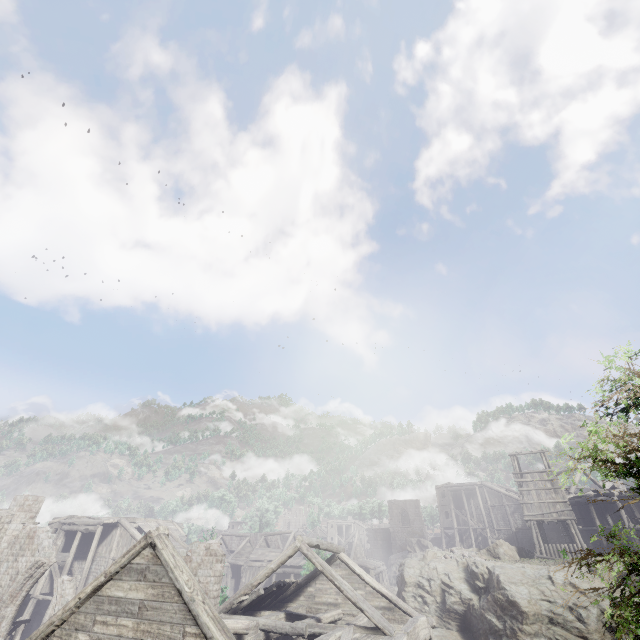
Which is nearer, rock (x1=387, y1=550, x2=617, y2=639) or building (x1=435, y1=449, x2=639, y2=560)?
rock (x1=387, y1=550, x2=617, y2=639)

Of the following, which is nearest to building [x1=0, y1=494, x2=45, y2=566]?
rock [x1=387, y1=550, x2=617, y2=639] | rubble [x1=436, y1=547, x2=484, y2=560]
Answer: rock [x1=387, y1=550, x2=617, y2=639]

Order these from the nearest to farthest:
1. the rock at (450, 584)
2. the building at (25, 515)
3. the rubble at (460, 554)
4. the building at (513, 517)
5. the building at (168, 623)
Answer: the building at (168, 623)
the rock at (450, 584)
the building at (25, 515)
the rubble at (460, 554)
the building at (513, 517)

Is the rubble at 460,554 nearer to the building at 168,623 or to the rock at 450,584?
the rock at 450,584

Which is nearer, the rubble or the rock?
the rock

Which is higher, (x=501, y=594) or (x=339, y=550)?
(x=339, y=550)

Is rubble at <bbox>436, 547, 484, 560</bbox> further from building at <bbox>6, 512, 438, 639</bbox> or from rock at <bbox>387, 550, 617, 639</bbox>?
building at <bbox>6, 512, 438, 639</bbox>
